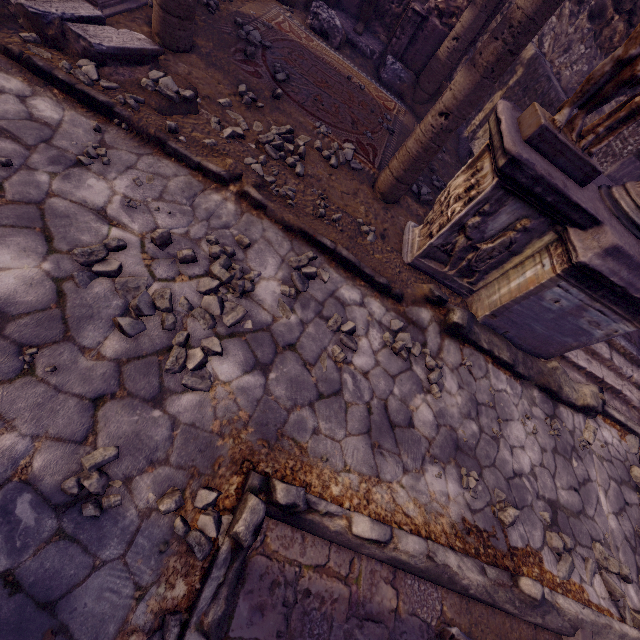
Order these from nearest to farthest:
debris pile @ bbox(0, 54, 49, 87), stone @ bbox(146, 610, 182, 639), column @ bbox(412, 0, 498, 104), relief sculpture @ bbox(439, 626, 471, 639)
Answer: stone @ bbox(146, 610, 182, 639) → relief sculpture @ bbox(439, 626, 471, 639) → debris pile @ bbox(0, 54, 49, 87) → column @ bbox(412, 0, 498, 104)

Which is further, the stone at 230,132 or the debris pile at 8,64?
the stone at 230,132

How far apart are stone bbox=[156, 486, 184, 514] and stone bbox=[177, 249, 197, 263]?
0.61m

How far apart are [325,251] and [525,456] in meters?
3.1 m

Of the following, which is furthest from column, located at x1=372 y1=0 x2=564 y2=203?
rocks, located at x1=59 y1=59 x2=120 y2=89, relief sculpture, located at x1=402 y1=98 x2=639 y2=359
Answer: rocks, located at x1=59 y1=59 x2=120 y2=89

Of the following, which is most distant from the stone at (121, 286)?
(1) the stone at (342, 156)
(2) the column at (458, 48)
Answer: (2) the column at (458, 48)

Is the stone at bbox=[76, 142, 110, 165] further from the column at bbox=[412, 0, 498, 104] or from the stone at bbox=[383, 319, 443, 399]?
the column at bbox=[412, 0, 498, 104]

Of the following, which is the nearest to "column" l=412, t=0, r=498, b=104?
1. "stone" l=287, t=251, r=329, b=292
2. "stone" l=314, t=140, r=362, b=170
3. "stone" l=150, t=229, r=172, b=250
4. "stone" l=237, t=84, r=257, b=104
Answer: "stone" l=314, t=140, r=362, b=170
